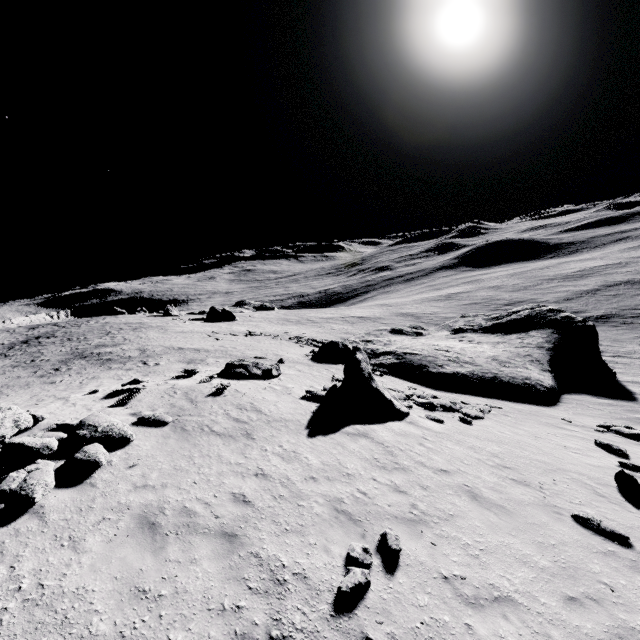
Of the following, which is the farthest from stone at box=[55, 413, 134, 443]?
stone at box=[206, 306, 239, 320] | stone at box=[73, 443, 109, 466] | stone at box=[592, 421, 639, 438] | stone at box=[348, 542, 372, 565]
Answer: stone at box=[206, 306, 239, 320]

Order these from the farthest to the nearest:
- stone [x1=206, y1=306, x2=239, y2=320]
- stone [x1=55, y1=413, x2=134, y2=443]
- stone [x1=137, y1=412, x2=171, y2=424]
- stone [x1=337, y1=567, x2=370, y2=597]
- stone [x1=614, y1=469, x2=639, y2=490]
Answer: stone [x1=206, y1=306, x2=239, y2=320] < stone [x1=137, y1=412, x2=171, y2=424] < stone [x1=614, y1=469, x2=639, y2=490] < stone [x1=55, y1=413, x2=134, y2=443] < stone [x1=337, y1=567, x2=370, y2=597]

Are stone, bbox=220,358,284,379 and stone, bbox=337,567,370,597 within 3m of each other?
no

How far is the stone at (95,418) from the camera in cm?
940

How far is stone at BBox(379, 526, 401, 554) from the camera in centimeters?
680cm

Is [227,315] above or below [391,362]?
above

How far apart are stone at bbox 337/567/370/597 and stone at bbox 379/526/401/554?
0.8 meters

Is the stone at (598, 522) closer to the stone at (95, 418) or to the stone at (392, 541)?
the stone at (392, 541)
